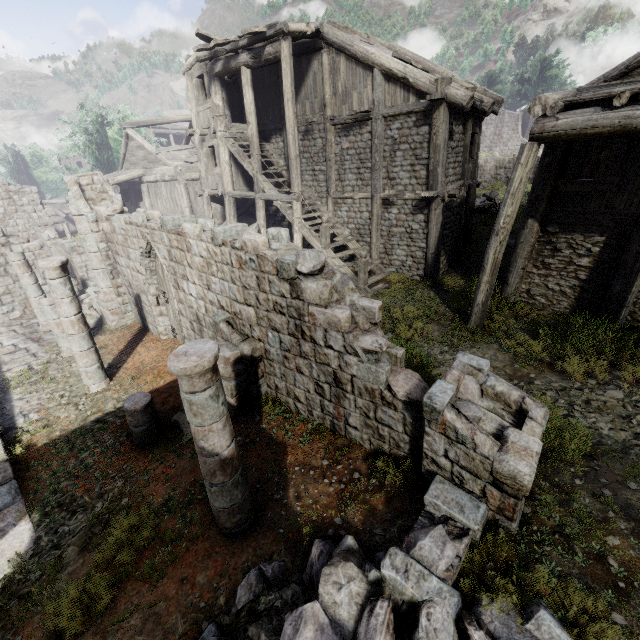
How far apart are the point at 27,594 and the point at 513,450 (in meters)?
7.19

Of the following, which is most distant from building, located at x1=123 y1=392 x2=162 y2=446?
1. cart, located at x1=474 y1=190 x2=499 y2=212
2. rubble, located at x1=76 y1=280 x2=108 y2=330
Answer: cart, located at x1=474 y1=190 x2=499 y2=212

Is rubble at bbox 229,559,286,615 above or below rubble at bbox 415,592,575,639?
below

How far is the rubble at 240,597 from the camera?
4.06m

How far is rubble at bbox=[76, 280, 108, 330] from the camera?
13.55m

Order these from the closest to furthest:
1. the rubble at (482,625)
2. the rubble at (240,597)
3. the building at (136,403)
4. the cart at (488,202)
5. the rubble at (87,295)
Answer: the rubble at (482,625) → the rubble at (240,597) → the building at (136,403) → the rubble at (87,295) → the cart at (488,202)

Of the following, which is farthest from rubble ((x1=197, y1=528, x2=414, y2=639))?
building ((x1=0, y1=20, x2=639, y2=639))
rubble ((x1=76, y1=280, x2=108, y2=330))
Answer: rubble ((x1=76, y1=280, x2=108, y2=330))

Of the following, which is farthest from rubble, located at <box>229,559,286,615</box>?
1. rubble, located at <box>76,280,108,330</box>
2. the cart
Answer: the cart
